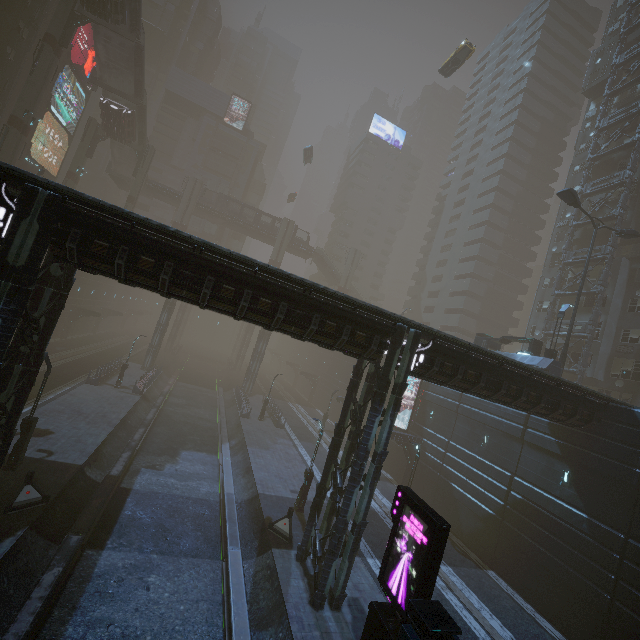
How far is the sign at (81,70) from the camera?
43.0m

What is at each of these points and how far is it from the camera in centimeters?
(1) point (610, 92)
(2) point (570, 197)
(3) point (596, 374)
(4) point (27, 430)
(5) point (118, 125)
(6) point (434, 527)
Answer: (1) building structure, 3603cm
(2) street light, 2300cm
(3) building, 2983cm
(4) street light, 1530cm
(5) bridge, 4175cm
(6) sign, 983cm

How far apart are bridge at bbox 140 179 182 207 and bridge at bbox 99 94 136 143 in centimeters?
778cm

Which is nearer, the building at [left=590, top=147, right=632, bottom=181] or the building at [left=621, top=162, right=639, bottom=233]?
the building at [left=621, top=162, right=639, bottom=233]

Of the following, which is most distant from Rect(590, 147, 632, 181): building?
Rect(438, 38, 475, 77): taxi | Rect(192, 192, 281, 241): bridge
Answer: Rect(438, 38, 475, 77): taxi

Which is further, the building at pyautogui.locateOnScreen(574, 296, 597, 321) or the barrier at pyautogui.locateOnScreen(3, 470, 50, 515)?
the building at pyautogui.locateOnScreen(574, 296, 597, 321)

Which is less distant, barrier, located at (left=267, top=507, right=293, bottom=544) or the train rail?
the train rail

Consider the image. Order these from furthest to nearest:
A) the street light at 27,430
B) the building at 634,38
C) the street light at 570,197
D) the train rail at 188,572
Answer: the building at 634,38 < the street light at 570,197 < the street light at 27,430 < the train rail at 188,572
